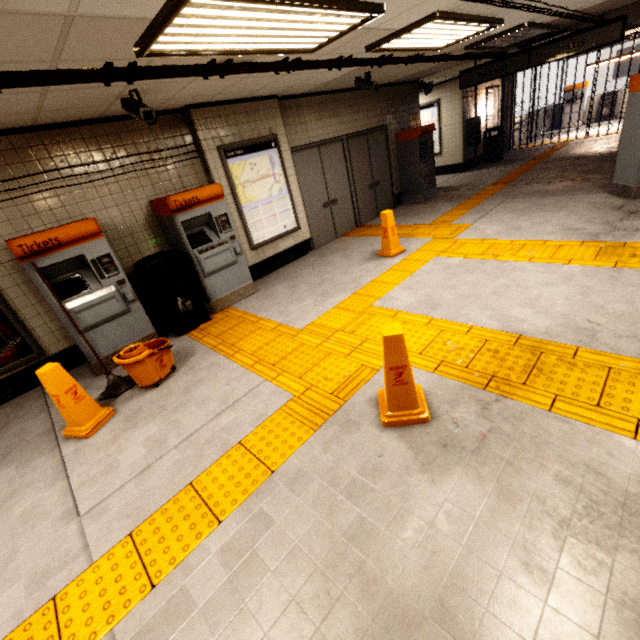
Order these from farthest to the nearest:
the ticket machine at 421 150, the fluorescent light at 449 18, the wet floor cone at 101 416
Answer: the ticket machine at 421 150, the fluorescent light at 449 18, the wet floor cone at 101 416

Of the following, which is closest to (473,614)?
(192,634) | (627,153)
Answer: (192,634)

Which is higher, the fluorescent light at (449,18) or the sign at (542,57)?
the fluorescent light at (449,18)

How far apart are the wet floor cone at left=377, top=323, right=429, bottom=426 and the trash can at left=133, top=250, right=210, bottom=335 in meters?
3.3 m

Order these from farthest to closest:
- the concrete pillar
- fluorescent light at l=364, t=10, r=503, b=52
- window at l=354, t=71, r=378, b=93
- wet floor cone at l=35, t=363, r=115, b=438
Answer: the concrete pillar < window at l=354, t=71, r=378, b=93 < fluorescent light at l=364, t=10, r=503, b=52 < wet floor cone at l=35, t=363, r=115, b=438

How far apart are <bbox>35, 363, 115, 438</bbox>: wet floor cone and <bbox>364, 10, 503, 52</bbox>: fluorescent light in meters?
5.2 m

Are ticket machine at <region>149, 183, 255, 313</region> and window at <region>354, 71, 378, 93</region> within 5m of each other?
yes

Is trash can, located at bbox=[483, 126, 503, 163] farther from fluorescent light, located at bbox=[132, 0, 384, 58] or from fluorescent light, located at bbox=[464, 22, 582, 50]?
fluorescent light, located at bbox=[132, 0, 384, 58]
